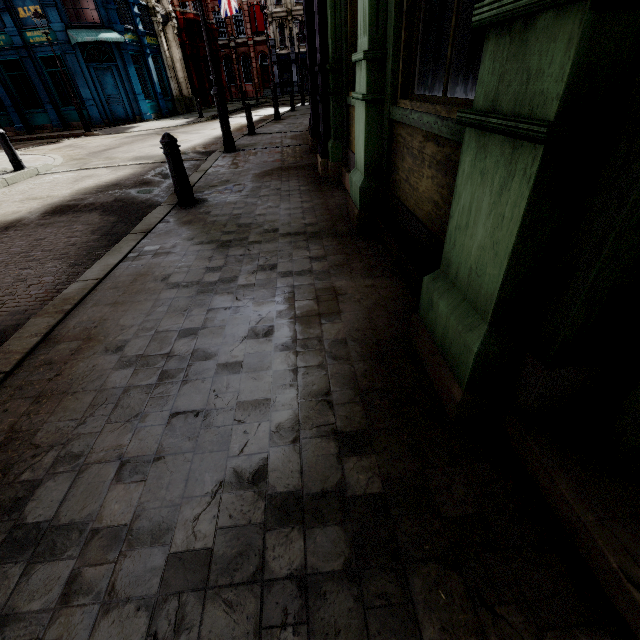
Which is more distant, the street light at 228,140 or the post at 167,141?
the street light at 228,140

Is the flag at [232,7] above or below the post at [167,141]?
above

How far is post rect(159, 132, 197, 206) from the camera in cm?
447

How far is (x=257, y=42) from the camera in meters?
41.8

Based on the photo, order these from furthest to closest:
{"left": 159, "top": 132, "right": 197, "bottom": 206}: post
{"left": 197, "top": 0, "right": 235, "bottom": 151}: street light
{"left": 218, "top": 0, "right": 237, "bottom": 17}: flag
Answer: Result:
1. {"left": 218, "top": 0, "right": 237, "bottom": 17}: flag
2. {"left": 197, "top": 0, "right": 235, "bottom": 151}: street light
3. {"left": 159, "top": 132, "right": 197, "bottom": 206}: post

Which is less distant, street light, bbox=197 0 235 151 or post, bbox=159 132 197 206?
post, bbox=159 132 197 206

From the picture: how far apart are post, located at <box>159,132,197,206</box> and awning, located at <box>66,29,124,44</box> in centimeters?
1905cm

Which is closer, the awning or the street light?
the street light
